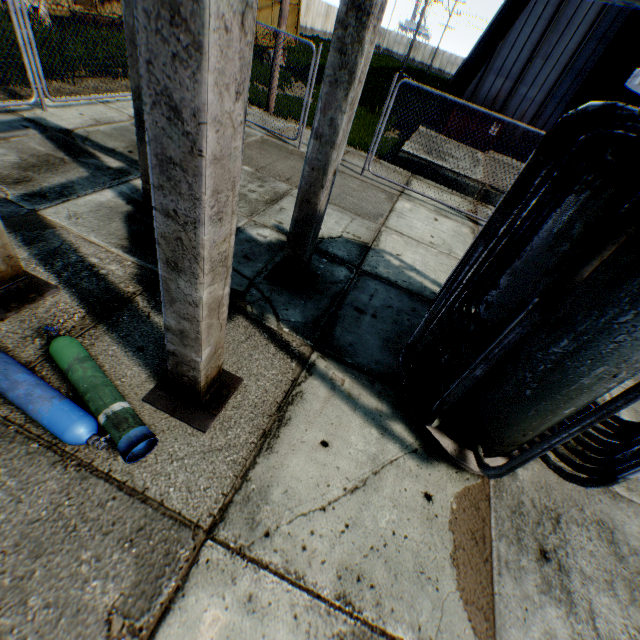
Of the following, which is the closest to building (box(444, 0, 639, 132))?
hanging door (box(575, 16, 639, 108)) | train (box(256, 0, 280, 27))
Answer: hanging door (box(575, 16, 639, 108))

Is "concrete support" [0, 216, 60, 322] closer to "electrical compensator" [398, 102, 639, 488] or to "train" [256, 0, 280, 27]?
"electrical compensator" [398, 102, 639, 488]

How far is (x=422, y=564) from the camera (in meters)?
2.43

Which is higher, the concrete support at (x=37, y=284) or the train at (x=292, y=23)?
the train at (x=292, y=23)

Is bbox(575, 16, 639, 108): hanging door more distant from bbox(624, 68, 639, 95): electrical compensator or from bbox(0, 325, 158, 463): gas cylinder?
bbox(0, 325, 158, 463): gas cylinder

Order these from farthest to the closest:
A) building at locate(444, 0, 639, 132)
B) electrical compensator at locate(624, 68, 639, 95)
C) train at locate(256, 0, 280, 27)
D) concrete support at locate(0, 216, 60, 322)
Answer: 1. train at locate(256, 0, 280, 27)
2. building at locate(444, 0, 639, 132)
3. concrete support at locate(0, 216, 60, 322)
4. electrical compensator at locate(624, 68, 639, 95)

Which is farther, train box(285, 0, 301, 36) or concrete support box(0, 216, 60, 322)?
train box(285, 0, 301, 36)

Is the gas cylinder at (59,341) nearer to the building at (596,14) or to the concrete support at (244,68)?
the concrete support at (244,68)
